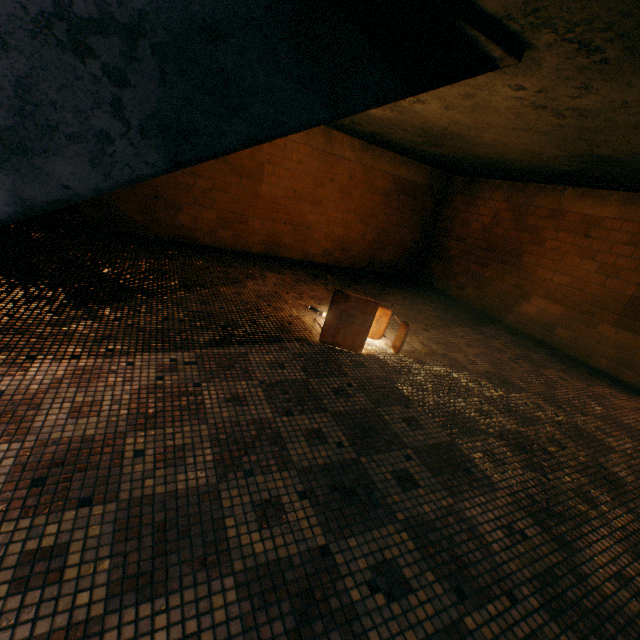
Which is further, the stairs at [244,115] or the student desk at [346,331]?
the student desk at [346,331]

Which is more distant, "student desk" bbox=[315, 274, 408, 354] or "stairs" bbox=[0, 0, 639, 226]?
"student desk" bbox=[315, 274, 408, 354]

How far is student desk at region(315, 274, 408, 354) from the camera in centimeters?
301cm

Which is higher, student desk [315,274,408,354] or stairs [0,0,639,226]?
stairs [0,0,639,226]

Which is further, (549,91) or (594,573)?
(549,91)

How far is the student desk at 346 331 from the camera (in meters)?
3.01
